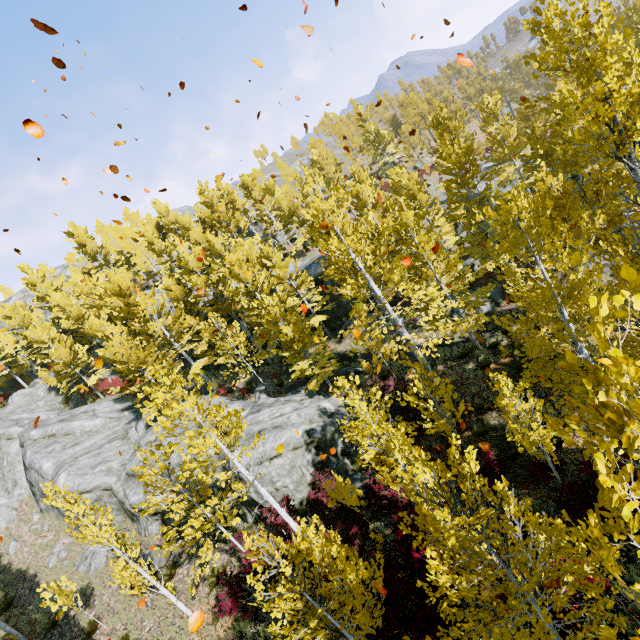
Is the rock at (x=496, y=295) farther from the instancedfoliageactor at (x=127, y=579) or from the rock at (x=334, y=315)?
the rock at (x=334, y=315)

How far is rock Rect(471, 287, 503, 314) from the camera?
18.06m

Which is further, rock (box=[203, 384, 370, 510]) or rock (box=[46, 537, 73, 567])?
rock (box=[46, 537, 73, 567])

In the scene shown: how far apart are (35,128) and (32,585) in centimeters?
2624cm

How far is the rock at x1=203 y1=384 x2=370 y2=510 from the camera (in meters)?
13.62

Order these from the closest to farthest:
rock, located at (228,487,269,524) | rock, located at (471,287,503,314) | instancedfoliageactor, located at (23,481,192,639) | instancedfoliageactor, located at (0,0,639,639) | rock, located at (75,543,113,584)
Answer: instancedfoliageactor, located at (0,0,639,639)
instancedfoliageactor, located at (23,481,192,639)
rock, located at (228,487,269,524)
rock, located at (75,543,113,584)
rock, located at (471,287,503,314)

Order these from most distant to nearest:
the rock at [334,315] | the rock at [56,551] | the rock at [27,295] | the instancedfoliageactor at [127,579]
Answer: the rock at [27,295] < the rock at [334,315] < the rock at [56,551] < the instancedfoliageactor at [127,579]

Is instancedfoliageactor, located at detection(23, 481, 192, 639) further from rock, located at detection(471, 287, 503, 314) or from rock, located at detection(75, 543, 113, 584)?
rock, located at detection(471, 287, 503, 314)
